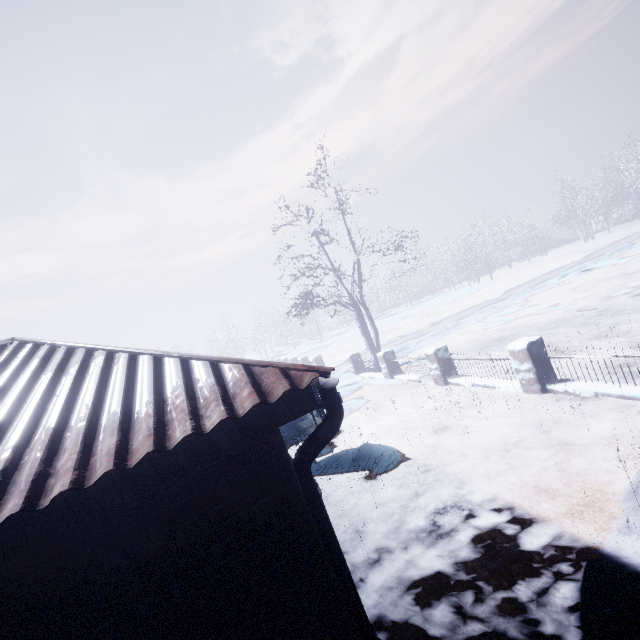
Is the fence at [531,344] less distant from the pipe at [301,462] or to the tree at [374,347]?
the tree at [374,347]

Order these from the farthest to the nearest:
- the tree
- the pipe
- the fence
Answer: the tree → the fence → the pipe

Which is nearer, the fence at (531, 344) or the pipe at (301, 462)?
the pipe at (301, 462)

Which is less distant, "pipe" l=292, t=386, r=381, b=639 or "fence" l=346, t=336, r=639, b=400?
"pipe" l=292, t=386, r=381, b=639

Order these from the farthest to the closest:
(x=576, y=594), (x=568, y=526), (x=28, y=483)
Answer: (x=568, y=526)
(x=576, y=594)
(x=28, y=483)

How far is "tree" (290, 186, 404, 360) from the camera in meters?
10.6 m

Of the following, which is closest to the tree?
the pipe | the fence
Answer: the fence
